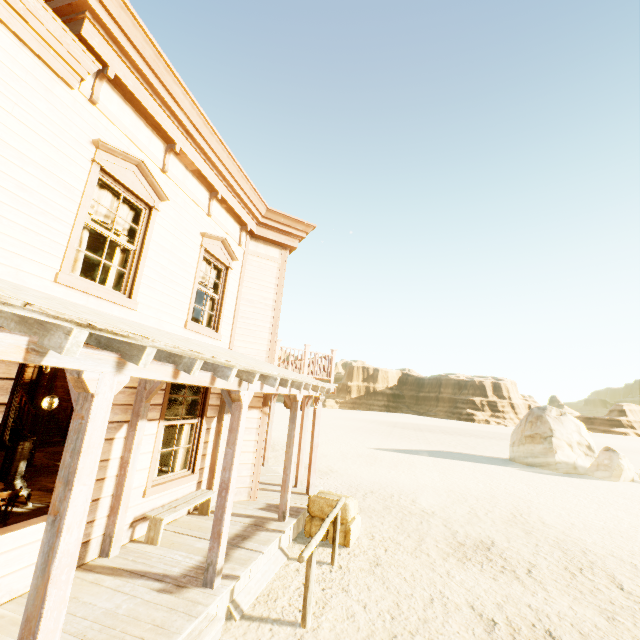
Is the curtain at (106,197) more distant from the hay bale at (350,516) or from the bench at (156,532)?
the hay bale at (350,516)

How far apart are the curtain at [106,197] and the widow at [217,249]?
1.36m

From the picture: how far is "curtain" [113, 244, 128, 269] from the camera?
5.12m

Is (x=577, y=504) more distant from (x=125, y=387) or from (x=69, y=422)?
(x=69, y=422)

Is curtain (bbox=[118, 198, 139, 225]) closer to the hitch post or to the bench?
the bench

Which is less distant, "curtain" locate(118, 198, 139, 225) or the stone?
"curtain" locate(118, 198, 139, 225)

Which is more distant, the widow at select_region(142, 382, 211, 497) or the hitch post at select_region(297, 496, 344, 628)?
the widow at select_region(142, 382, 211, 497)

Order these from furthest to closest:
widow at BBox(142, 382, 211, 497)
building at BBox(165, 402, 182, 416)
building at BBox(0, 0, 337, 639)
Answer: building at BBox(165, 402, 182, 416) → widow at BBox(142, 382, 211, 497) → building at BBox(0, 0, 337, 639)
